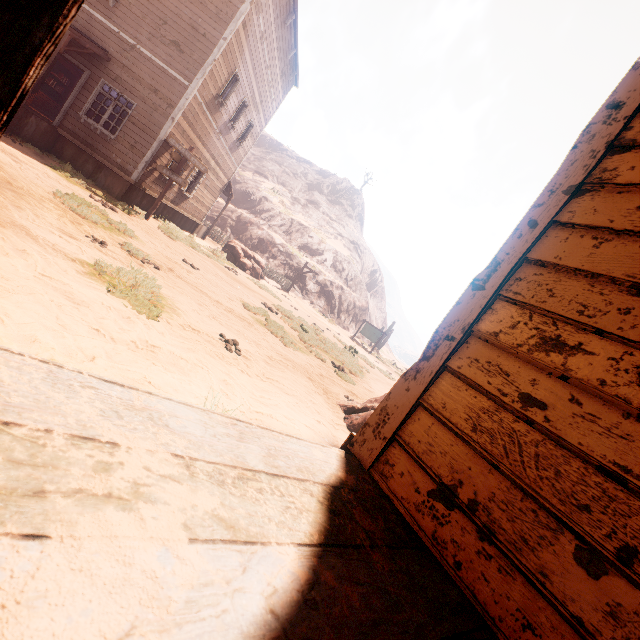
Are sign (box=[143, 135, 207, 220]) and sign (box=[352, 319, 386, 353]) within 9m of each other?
no

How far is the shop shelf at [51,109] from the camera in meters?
14.7 m

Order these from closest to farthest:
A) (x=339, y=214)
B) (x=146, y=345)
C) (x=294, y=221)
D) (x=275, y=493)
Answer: (x=275, y=493) → (x=146, y=345) → (x=294, y=221) → (x=339, y=214)

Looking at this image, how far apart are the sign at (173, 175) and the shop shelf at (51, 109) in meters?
8.3

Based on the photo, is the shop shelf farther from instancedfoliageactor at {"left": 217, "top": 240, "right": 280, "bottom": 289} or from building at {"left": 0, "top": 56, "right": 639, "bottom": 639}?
instancedfoliageactor at {"left": 217, "top": 240, "right": 280, "bottom": 289}

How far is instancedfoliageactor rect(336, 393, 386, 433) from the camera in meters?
5.5

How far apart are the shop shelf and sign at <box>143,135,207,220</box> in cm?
828

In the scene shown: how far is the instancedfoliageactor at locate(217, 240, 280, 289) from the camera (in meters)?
19.36
